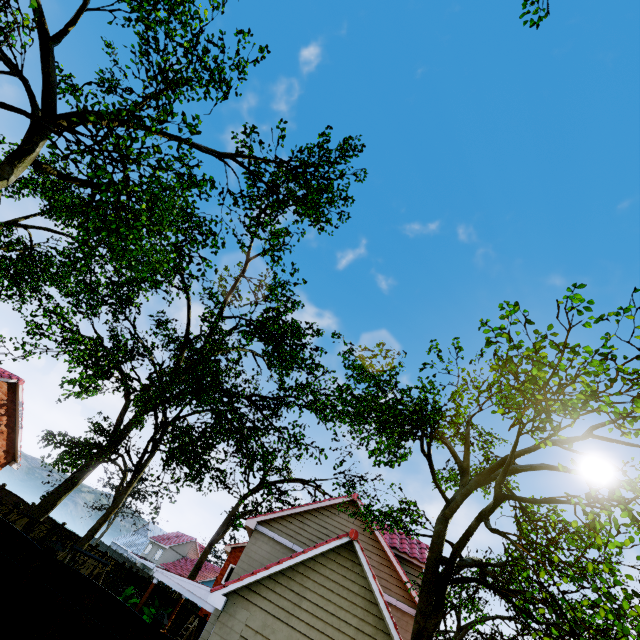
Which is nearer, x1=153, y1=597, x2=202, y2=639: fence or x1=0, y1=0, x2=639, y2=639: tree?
x1=0, y1=0, x2=639, y2=639: tree

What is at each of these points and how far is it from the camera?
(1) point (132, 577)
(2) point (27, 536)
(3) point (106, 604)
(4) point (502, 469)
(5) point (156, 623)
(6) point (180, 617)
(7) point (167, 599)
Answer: (1) fence, 22.2m
(2) fence, 7.5m
(3) fence, 6.7m
(4) tree, 6.4m
(5) fence post, 6.5m
(6) fence, 21.0m
(7) fence, 21.6m

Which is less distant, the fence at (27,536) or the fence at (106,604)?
the fence at (106,604)

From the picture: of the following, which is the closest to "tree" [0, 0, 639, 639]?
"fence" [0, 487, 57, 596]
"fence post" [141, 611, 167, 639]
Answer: "fence" [0, 487, 57, 596]

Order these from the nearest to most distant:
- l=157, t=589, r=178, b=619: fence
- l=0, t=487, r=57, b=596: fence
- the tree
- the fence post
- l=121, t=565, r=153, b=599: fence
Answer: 1. the tree
2. the fence post
3. l=0, t=487, r=57, b=596: fence
4. l=157, t=589, r=178, b=619: fence
5. l=121, t=565, r=153, b=599: fence

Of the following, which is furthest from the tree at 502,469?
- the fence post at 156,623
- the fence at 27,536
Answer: the fence post at 156,623

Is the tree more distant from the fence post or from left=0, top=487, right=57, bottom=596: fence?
the fence post
